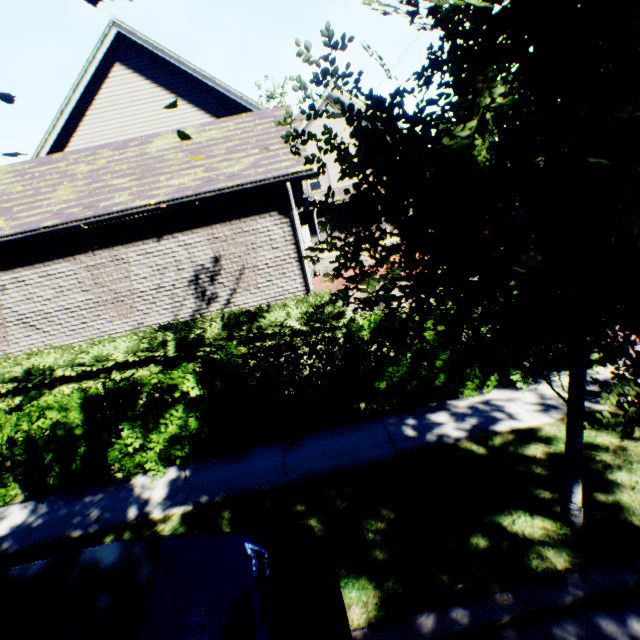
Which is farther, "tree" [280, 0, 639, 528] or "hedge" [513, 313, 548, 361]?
"hedge" [513, 313, 548, 361]

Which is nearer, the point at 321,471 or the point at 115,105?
the point at 321,471

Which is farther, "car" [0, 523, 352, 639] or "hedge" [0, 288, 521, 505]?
"hedge" [0, 288, 521, 505]

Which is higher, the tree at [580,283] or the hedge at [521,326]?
the tree at [580,283]

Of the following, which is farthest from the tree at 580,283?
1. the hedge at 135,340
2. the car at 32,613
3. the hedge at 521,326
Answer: the hedge at 135,340

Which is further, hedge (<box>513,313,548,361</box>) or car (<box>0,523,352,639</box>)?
hedge (<box>513,313,548,361</box>)

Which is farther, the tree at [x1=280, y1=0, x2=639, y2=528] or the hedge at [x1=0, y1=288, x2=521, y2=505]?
the hedge at [x1=0, y1=288, x2=521, y2=505]

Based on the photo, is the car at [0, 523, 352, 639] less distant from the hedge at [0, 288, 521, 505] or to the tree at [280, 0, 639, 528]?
the tree at [280, 0, 639, 528]
